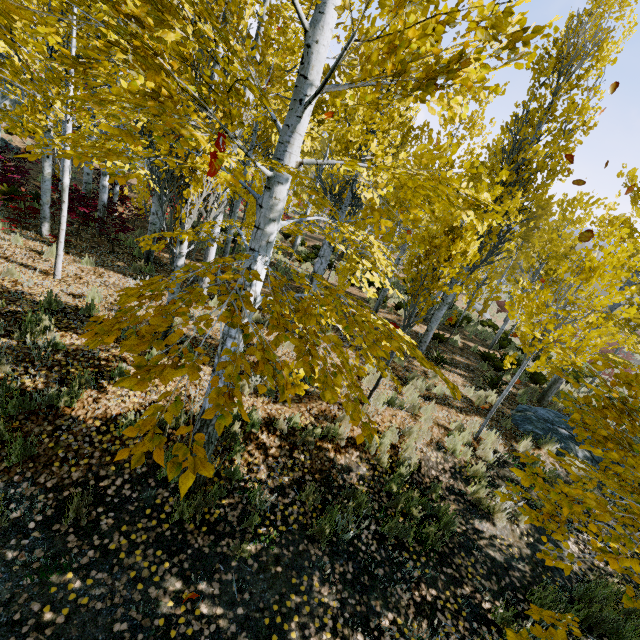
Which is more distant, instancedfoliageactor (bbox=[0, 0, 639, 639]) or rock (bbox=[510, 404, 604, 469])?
rock (bbox=[510, 404, 604, 469])

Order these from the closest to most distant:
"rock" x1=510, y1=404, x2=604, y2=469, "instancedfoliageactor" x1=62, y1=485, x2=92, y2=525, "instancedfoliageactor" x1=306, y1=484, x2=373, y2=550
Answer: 1. "instancedfoliageactor" x1=62, y1=485, x2=92, y2=525
2. "instancedfoliageactor" x1=306, y1=484, x2=373, y2=550
3. "rock" x1=510, y1=404, x2=604, y2=469

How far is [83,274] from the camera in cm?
745

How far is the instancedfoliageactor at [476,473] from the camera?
5.5m

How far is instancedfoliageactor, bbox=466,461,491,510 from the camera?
5.5m
